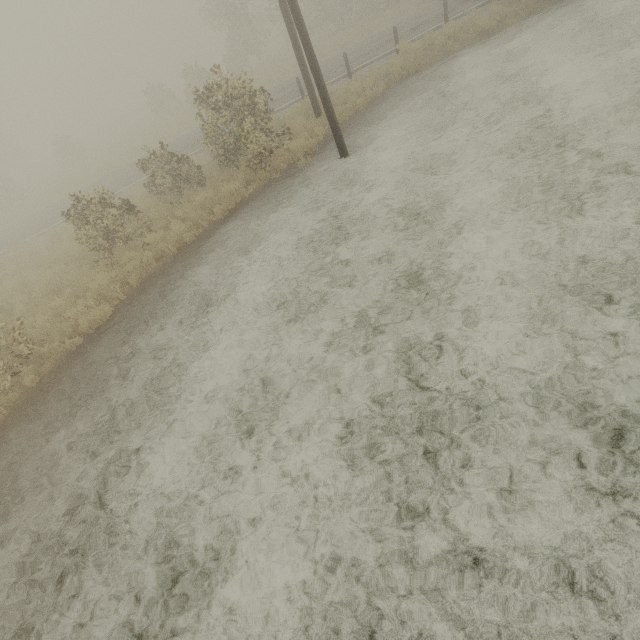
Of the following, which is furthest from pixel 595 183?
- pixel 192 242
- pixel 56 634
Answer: pixel 56 634
